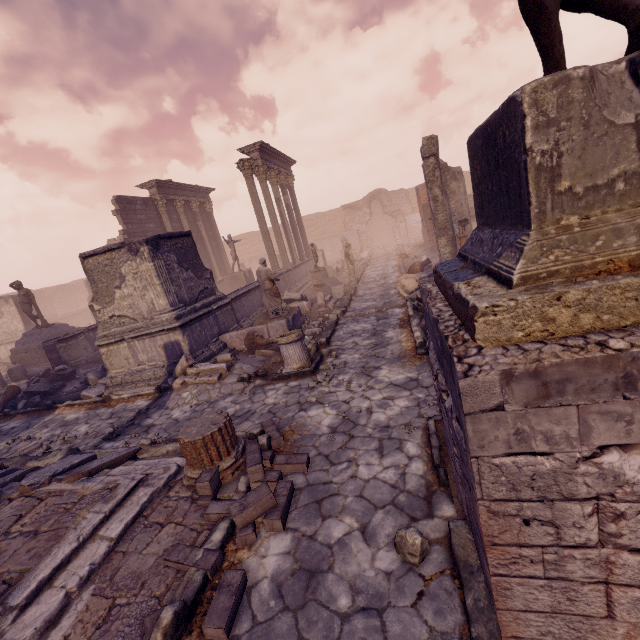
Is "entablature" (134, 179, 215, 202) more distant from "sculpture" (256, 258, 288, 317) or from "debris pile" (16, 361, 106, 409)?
"sculpture" (256, 258, 288, 317)

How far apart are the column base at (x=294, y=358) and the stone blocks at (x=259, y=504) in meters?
2.8 m

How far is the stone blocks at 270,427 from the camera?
4.71m

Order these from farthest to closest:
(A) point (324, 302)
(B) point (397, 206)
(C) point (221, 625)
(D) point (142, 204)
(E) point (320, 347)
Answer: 1. (B) point (397, 206)
2. (D) point (142, 204)
3. (A) point (324, 302)
4. (E) point (320, 347)
5. (C) point (221, 625)

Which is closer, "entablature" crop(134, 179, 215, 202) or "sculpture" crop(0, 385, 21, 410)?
"sculpture" crop(0, 385, 21, 410)

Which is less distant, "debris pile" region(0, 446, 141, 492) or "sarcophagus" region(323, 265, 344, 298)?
"debris pile" region(0, 446, 141, 492)

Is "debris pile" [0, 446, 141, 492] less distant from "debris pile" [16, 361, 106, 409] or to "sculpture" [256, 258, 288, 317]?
"debris pile" [16, 361, 106, 409]

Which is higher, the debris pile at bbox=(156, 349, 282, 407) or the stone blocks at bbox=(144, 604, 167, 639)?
the stone blocks at bbox=(144, 604, 167, 639)
